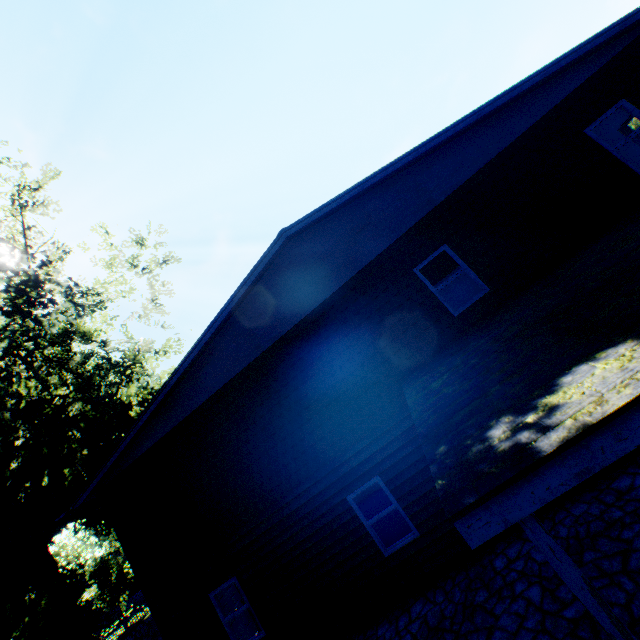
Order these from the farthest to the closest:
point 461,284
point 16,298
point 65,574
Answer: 1. point 65,574
2. point 461,284
3. point 16,298

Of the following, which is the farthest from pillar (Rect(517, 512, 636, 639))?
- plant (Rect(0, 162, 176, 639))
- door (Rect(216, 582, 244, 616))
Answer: door (Rect(216, 582, 244, 616))

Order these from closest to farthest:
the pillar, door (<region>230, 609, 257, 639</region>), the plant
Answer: the pillar
door (<region>230, 609, 257, 639</region>)
the plant

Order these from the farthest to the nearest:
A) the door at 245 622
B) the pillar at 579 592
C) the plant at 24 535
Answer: the plant at 24 535 → the door at 245 622 → the pillar at 579 592

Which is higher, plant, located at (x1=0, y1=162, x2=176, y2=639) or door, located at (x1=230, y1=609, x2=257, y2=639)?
plant, located at (x1=0, y1=162, x2=176, y2=639)

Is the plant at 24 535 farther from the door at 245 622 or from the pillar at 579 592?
the pillar at 579 592

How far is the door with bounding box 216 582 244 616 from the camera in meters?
11.3
